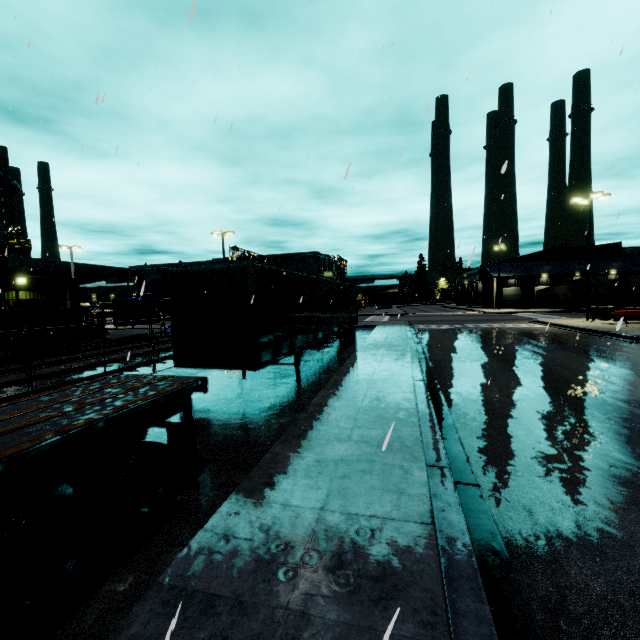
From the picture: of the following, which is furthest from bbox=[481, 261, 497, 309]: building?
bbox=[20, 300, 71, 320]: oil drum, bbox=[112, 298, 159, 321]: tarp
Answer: bbox=[20, 300, 71, 320]: oil drum

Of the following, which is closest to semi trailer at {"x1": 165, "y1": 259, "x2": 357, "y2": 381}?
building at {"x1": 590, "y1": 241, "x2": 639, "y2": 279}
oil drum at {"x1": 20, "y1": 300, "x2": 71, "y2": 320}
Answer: building at {"x1": 590, "y1": 241, "x2": 639, "y2": 279}

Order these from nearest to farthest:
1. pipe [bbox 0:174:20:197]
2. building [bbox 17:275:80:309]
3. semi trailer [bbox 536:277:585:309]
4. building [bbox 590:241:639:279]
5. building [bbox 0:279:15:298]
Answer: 1. building [bbox 0:279:15:298]
2. building [bbox 17:275:80:309]
3. pipe [bbox 0:174:20:197]
4. semi trailer [bbox 536:277:585:309]
5. building [bbox 590:241:639:279]

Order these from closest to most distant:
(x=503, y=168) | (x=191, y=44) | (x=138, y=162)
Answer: (x=503, y=168) → (x=138, y=162) → (x=191, y=44)

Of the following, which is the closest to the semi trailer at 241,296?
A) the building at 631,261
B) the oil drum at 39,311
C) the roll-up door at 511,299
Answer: the building at 631,261

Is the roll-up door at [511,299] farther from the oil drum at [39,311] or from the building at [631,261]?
the oil drum at [39,311]

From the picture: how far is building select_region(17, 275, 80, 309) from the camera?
23.70m
